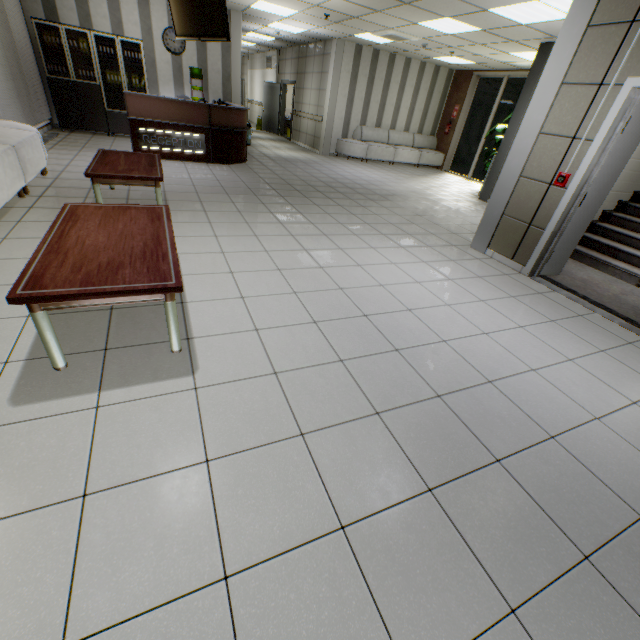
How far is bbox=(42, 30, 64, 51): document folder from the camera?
7.4 meters

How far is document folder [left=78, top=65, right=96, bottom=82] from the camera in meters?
7.9

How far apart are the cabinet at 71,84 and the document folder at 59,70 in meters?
0.0

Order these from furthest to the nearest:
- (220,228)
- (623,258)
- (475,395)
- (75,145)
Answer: (75,145), (623,258), (220,228), (475,395)

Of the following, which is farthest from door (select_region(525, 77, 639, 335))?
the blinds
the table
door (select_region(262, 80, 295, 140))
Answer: door (select_region(262, 80, 295, 140))

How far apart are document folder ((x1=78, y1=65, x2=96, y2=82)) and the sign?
3.21m

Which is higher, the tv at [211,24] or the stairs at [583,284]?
the tv at [211,24]

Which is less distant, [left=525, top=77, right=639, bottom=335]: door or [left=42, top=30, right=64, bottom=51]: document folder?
[left=525, top=77, right=639, bottom=335]: door
